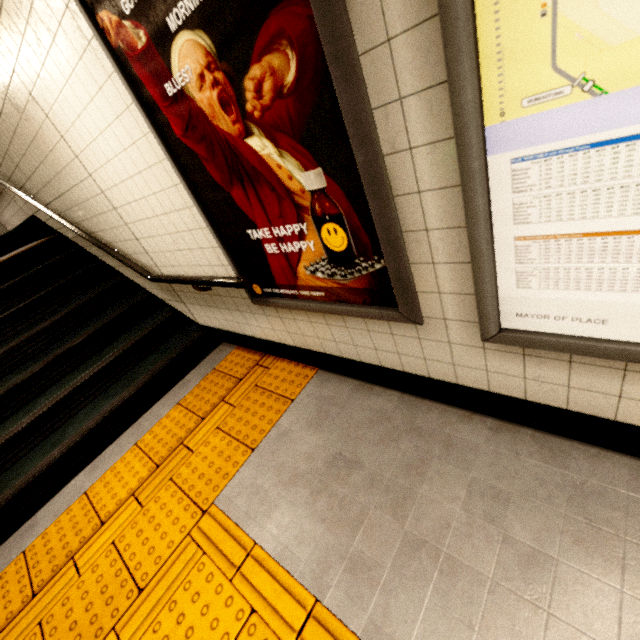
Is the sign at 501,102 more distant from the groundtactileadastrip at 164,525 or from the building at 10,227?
the building at 10,227

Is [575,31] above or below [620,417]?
above

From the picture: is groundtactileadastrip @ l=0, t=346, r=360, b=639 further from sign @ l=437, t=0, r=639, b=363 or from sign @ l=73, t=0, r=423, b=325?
sign @ l=437, t=0, r=639, b=363

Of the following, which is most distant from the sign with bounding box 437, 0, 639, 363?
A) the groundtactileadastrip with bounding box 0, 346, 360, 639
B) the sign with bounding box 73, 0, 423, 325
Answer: the groundtactileadastrip with bounding box 0, 346, 360, 639

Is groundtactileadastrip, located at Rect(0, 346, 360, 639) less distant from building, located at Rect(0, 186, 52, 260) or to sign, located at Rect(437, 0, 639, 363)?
sign, located at Rect(437, 0, 639, 363)

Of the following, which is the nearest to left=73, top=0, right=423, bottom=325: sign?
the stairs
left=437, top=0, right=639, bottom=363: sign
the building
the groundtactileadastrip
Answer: left=437, top=0, right=639, bottom=363: sign

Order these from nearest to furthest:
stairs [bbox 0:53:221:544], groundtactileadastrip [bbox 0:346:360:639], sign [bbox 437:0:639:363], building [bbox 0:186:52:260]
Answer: sign [bbox 437:0:639:363] → groundtactileadastrip [bbox 0:346:360:639] → stairs [bbox 0:53:221:544] → building [bbox 0:186:52:260]

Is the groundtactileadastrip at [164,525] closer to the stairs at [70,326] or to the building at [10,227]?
the stairs at [70,326]
